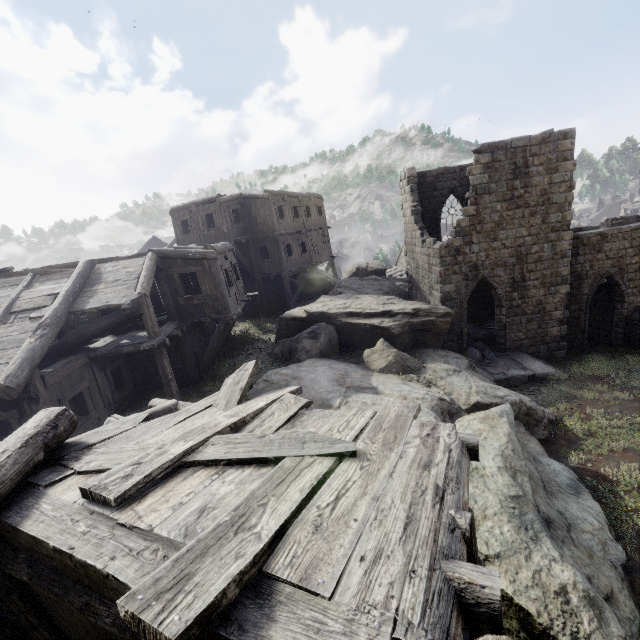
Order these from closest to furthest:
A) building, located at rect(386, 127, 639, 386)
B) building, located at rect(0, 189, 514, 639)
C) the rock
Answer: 1. building, located at rect(0, 189, 514, 639)
2. the rock
3. building, located at rect(386, 127, 639, 386)

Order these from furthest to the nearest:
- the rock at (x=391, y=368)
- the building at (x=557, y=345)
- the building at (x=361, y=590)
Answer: the building at (x=557, y=345) < the rock at (x=391, y=368) < the building at (x=361, y=590)

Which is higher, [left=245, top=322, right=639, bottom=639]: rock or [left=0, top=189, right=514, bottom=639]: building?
[left=0, top=189, right=514, bottom=639]: building

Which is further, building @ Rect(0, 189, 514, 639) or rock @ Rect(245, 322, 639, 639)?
rock @ Rect(245, 322, 639, 639)

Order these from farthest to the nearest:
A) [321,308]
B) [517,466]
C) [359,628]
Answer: [321,308]
[517,466]
[359,628]

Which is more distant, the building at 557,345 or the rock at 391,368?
the building at 557,345

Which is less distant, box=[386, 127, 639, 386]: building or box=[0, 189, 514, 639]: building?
box=[0, 189, 514, 639]: building
